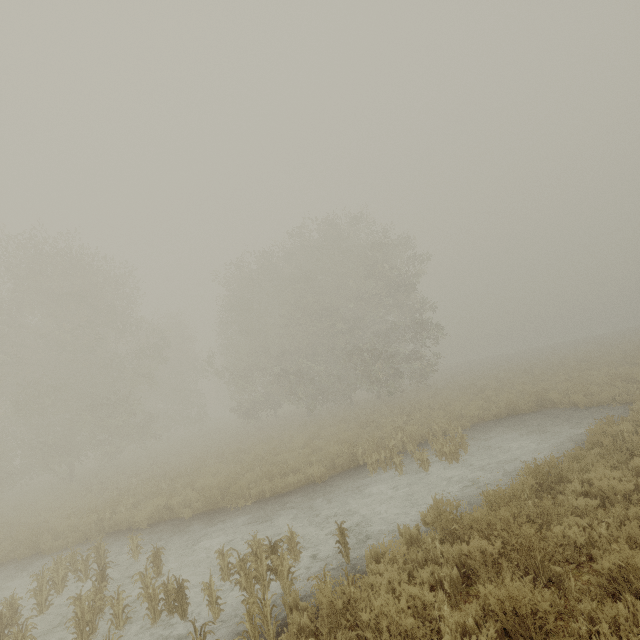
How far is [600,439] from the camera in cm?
821
